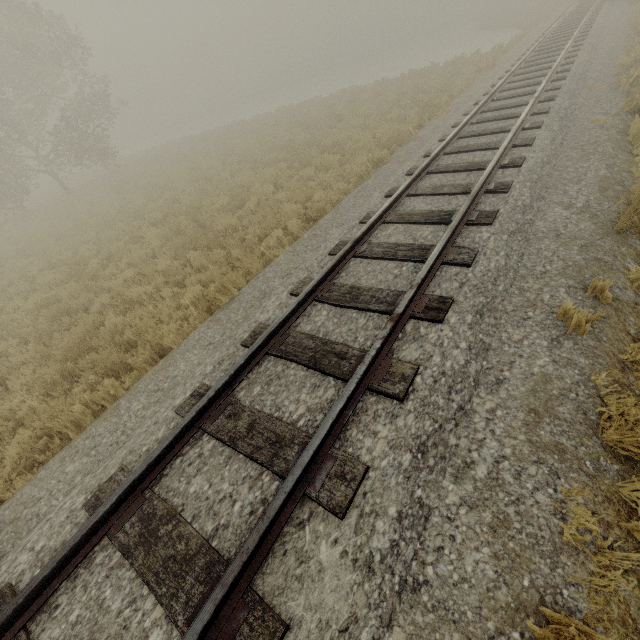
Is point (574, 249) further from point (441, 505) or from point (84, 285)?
point (84, 285)
